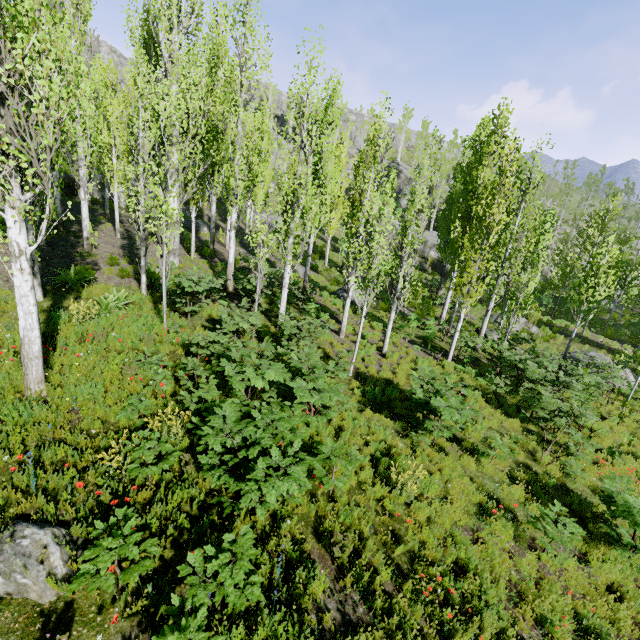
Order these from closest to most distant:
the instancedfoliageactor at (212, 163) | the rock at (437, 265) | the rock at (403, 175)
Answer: the instancedfoliageactor at (212, 163)
the rock at (437, 265)
the rock at (403, 175)

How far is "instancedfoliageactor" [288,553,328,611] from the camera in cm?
457

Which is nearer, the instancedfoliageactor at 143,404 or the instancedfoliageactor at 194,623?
the instancedfoliageactor at 194,623

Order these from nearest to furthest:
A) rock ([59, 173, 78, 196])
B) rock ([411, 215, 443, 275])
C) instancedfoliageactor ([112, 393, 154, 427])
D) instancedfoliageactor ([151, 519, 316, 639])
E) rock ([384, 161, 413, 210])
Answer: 1. instancedfoliageactor ([151, 519, 316, 639])
2. instancedfoliageactor ([112, 393, 154, 427])
3. rock ([59, 173, 78, 196])
4. rock ([411, 215, 443, 275])
5. rock ([384, 161, 413, 210])

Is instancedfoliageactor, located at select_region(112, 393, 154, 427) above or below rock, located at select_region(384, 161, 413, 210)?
below

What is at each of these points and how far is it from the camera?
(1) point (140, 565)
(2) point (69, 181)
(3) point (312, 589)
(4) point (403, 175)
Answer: (1) instancedfoliageactor, 3.80m
(2) rock, 24.33m
(3) instancedfoliageactor, 4.74m
(4) rock, 52.28m

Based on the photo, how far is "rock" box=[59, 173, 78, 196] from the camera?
24.2 meters

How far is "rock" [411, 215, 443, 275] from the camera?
36.31m
